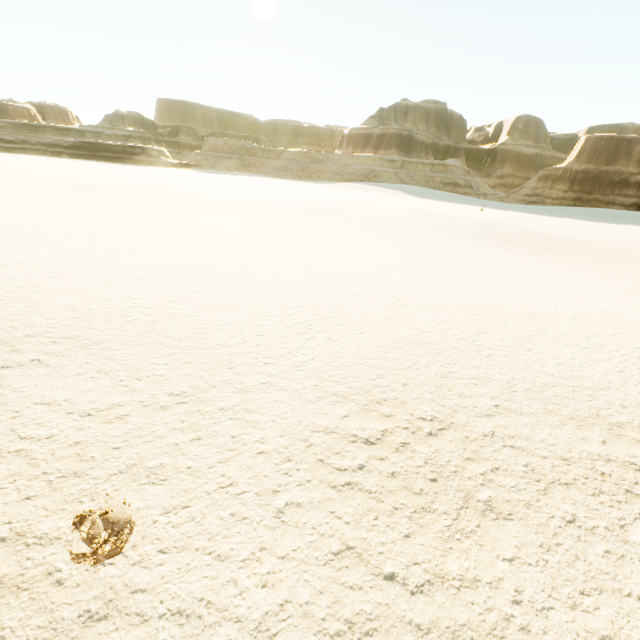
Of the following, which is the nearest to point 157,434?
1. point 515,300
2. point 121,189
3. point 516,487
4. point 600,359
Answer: point 516,487
